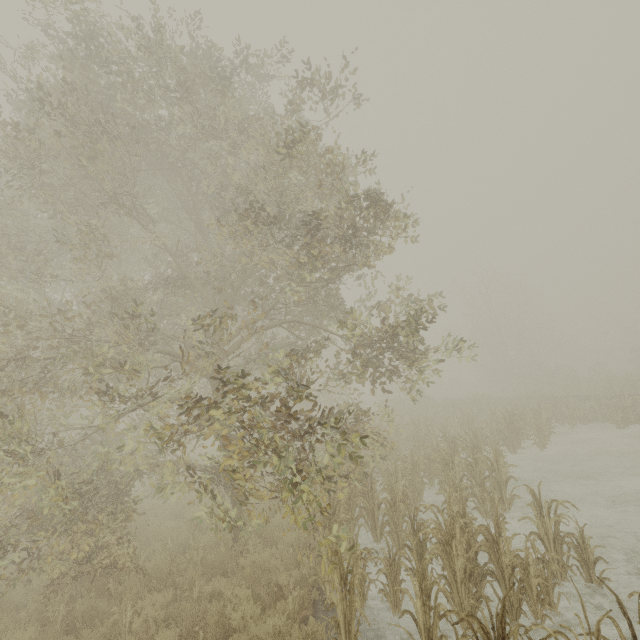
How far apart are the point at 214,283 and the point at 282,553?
7.7m
